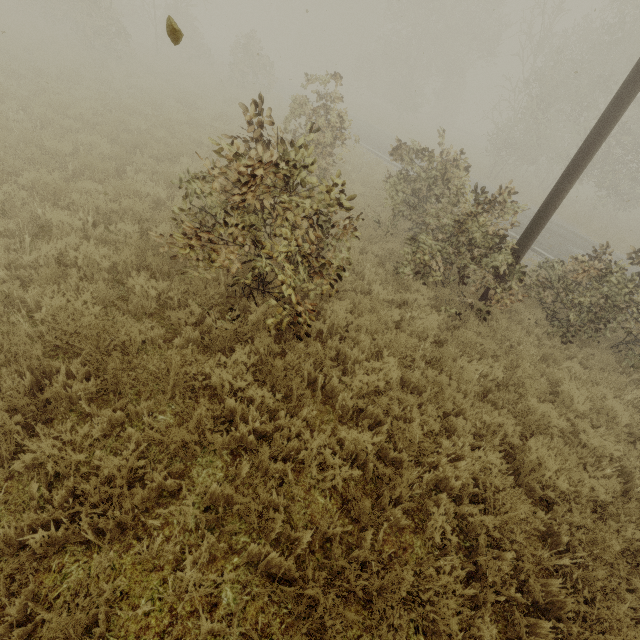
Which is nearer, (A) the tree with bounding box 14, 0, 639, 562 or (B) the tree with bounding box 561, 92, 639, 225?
(A) the tree with bounding box 14, 0, 639, 562

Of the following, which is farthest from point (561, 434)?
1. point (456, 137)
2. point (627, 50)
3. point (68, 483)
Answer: point (456, 137)

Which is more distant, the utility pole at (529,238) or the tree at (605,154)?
the tree at (605,154)

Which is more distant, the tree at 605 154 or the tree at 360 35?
the tree at 605 154

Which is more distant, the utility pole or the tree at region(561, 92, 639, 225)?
the tree at region(561, 92, 639, 225)
